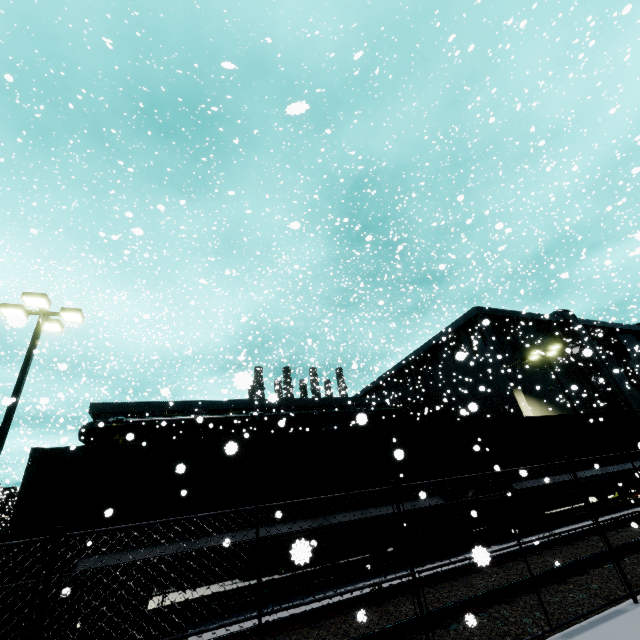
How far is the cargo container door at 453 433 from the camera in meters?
12.1

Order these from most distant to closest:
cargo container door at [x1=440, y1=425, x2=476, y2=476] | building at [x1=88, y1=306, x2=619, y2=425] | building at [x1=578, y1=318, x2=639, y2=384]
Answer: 1. building at [x1=578, y1=318, x2=639, y2=384]
2. building at [x1=88, y1=306, x2=619, y2=425]
3. cargo container door at [x1=440, y1=425, x2=476, y2=476]

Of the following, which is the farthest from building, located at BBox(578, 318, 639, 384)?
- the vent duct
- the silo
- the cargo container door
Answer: the cargo container door

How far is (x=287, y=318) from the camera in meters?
20.1

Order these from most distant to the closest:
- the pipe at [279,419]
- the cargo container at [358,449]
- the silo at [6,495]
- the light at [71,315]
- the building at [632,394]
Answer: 1. the silo at [6,495]
2. the building at [632,394]
3. the pipe at [279,419]
4. the light at [71,315]
5. the cargo container at [358,449]

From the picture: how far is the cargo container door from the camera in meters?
12.1 m

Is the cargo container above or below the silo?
below

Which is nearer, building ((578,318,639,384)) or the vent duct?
the vent duct
